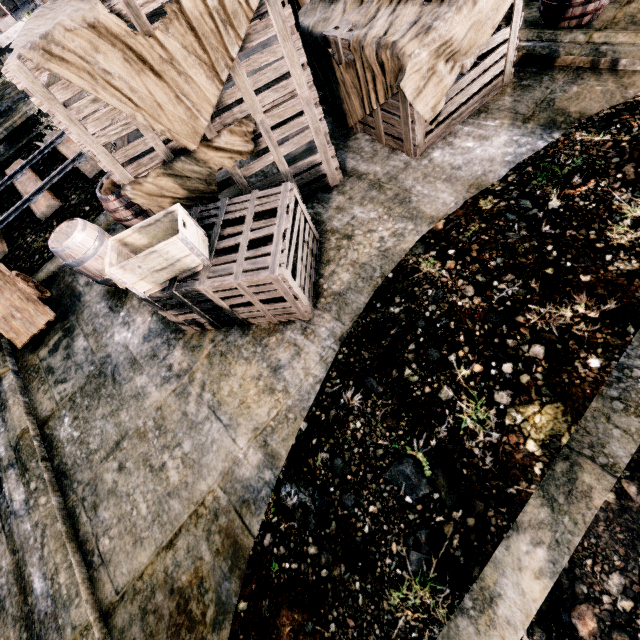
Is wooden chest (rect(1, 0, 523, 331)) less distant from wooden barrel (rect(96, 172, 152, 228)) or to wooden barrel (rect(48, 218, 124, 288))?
wooden barrel (rect(96, 172, 152, 228))

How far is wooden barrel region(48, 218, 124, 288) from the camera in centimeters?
584cm

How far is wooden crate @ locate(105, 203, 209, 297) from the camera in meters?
4.2 m

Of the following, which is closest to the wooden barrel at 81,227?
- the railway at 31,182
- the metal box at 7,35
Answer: the railway at 31,182

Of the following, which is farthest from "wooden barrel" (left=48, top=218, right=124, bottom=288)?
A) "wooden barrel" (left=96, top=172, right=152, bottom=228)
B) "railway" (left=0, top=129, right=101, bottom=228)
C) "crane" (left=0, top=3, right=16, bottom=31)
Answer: "crane" (left=0, top=3, right=16, bottom=31)

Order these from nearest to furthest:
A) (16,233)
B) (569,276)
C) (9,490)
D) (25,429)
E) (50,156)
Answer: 1. (569,276)
2. (9,490)
3. (25,429)
4. (16,233)
5. (50,156)

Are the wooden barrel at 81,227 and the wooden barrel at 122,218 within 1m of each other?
yes

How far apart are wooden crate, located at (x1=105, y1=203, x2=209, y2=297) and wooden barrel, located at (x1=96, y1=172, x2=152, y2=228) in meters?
1.8
